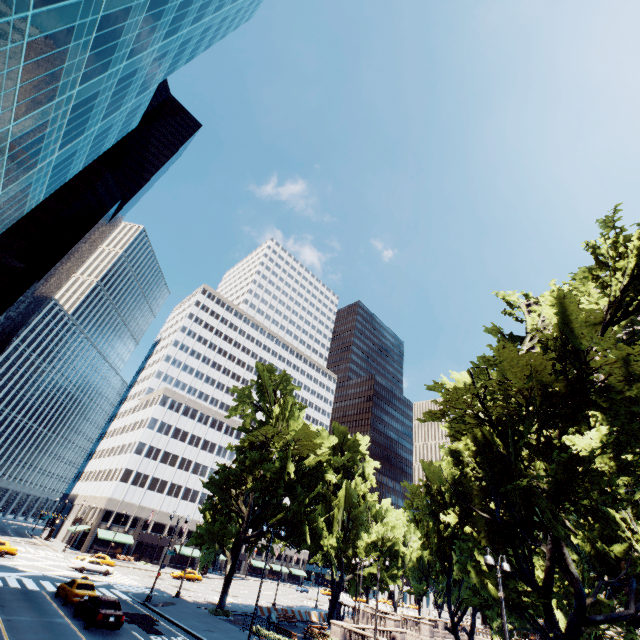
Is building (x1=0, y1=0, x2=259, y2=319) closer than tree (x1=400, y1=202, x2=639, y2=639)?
No

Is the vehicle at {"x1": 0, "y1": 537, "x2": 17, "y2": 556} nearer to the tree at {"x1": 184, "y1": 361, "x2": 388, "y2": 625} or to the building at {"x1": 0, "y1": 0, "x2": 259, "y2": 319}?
the tree at {"x1": 184, "y1": 361, "x2": 388, "y2": 625}

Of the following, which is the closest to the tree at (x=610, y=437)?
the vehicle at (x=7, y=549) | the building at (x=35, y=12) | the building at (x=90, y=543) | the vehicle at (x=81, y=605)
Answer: the building at (x=90, y=543)

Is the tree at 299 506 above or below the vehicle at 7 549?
above

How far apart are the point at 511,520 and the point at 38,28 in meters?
39.9

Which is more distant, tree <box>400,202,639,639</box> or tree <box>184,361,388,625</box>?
tree <box>184,361,388,625</box>

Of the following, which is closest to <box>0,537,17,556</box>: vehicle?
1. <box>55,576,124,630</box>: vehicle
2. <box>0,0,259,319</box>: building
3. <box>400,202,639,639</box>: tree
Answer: <box>400,202,639,639</box>: tree

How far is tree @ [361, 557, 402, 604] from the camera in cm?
4366
